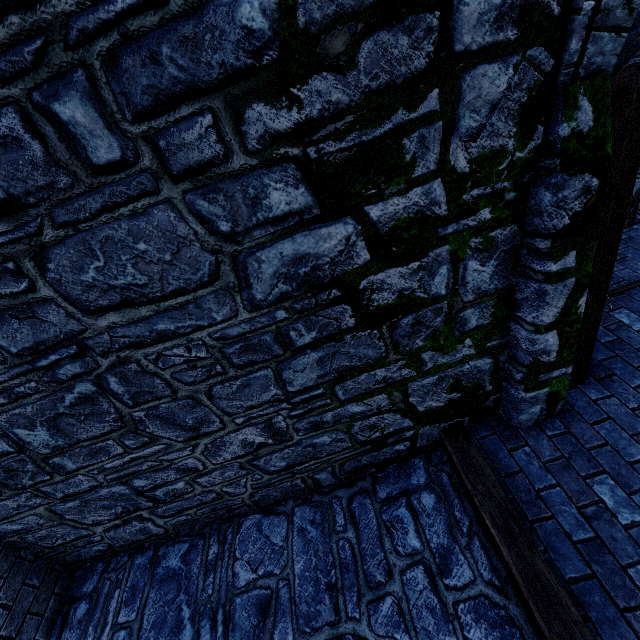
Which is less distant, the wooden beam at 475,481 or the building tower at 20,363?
the building tower at 20,363

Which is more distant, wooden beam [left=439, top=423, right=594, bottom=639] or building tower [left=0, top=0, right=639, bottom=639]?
wooden beam [left=439, top=423, right=594, bottom=639]

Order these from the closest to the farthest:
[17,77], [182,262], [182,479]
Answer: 1. [17,77]
2. [182,262]
3. [182,479]
